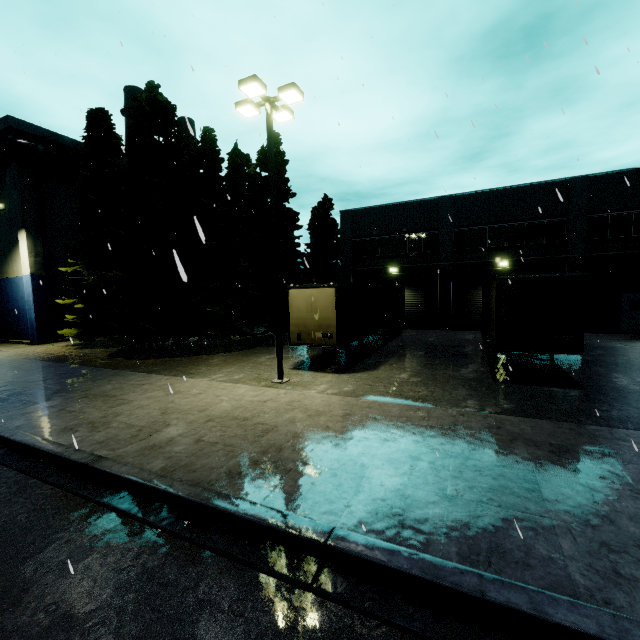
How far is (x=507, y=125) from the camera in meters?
12.6

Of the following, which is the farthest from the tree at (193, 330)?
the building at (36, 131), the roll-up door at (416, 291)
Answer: the roll-up door at (416, 291)

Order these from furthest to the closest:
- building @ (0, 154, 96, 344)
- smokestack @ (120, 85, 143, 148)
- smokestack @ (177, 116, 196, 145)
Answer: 1. smokestack @ (120, 85, 143, 148)
2. building @ (0, 154, 96, 344)
3. smokestack @ (177, 116, 196, 145)

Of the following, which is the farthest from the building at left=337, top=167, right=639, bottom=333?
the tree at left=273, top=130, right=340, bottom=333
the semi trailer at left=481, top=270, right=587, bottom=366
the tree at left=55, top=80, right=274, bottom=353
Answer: the tree at left=273, top=130, right=340, bottom=333

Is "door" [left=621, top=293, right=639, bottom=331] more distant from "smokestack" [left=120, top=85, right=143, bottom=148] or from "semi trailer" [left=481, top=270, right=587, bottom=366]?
"smokestack" [left=120, top=85, right=143, bottom=148]

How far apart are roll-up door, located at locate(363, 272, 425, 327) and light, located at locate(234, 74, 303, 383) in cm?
1623

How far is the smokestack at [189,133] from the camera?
2.8m

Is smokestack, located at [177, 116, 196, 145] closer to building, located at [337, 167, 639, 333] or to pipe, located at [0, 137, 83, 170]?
building, located at [337, 167, 639, 333]
